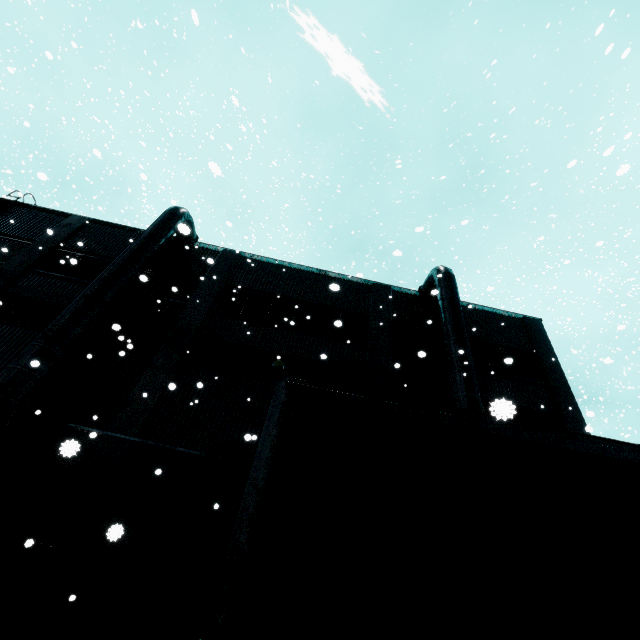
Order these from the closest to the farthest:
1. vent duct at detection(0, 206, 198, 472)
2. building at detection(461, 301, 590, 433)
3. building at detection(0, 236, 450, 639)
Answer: building at detection(0, 236, 450, 639), vent duct at detection(0, 206, 198, 472), building at detection(461, 301, 590, 433)

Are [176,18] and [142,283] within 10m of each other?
no

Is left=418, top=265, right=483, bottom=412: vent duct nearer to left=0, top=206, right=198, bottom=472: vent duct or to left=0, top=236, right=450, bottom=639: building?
left=0, top=236, right=450, bottom=639: building

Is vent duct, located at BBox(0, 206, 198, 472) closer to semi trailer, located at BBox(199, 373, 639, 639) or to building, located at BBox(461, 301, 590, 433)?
building, located at BBox(461, 301, 590, 433)

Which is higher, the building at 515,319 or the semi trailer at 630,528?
the building at 515,319

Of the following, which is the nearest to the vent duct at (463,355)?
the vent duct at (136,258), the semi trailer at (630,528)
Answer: the semi trailer at (630,528)

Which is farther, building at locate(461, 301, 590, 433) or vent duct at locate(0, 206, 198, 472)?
building at locate(461, 301, 590, 433)

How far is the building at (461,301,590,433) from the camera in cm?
1277
